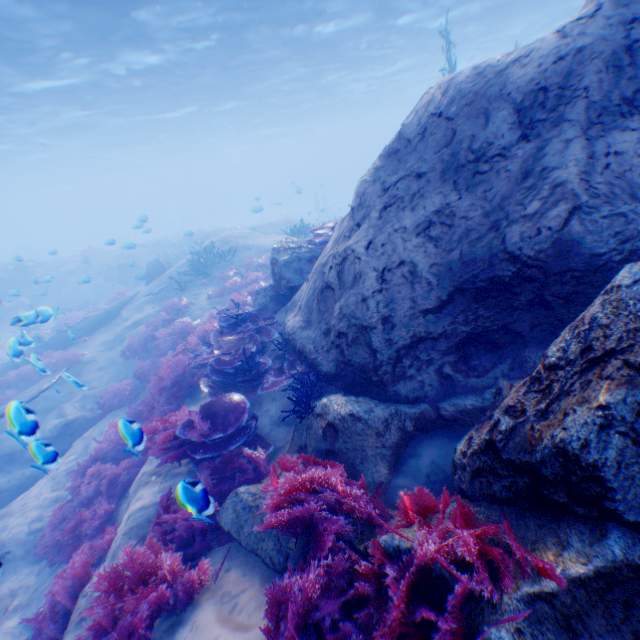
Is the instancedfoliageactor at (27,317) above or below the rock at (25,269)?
above

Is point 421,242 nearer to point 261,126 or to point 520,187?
point 520,187

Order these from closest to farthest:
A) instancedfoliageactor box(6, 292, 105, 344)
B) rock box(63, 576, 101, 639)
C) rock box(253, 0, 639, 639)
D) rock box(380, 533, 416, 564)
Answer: rock box(253, 0, 639, 639) → rock box(380, 533, 416, 564) → rock box(63, 576, 101, 639) → instancedfoliageactor box(6, 292, 105, 344)

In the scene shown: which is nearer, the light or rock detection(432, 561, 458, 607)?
rock detection(432, 561, 458, 607)

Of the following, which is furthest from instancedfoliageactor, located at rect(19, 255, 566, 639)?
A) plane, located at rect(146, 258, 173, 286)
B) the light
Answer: the light

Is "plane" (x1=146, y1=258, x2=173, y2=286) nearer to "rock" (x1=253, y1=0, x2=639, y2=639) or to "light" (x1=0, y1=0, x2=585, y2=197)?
"rock" (x1=253, y1=0, x2=639, y2=639)

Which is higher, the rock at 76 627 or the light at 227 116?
the light at 227 116
